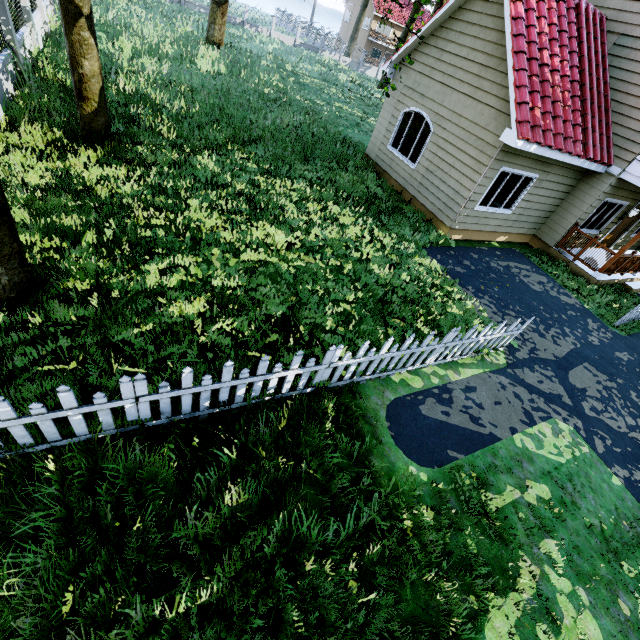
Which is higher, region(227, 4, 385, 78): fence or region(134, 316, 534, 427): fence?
region(227, 4, 385, 78): fence

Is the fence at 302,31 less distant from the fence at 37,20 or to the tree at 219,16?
the tree at 219,16

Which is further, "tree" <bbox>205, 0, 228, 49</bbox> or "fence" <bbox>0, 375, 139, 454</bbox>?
"tree" <bbox>205, 0, 228, 49</bbox>

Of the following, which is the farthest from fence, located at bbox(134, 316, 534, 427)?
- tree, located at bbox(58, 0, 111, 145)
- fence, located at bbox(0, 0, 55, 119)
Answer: fence, located at bbox(0, 0, 55, 119)

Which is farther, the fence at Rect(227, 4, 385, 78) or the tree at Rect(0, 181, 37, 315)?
the fence at Rect(227, 4, 385, 78)

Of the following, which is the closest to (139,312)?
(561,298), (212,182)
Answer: (212,182)

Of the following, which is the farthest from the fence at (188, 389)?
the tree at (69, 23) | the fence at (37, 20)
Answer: the fence at (37, 20)
